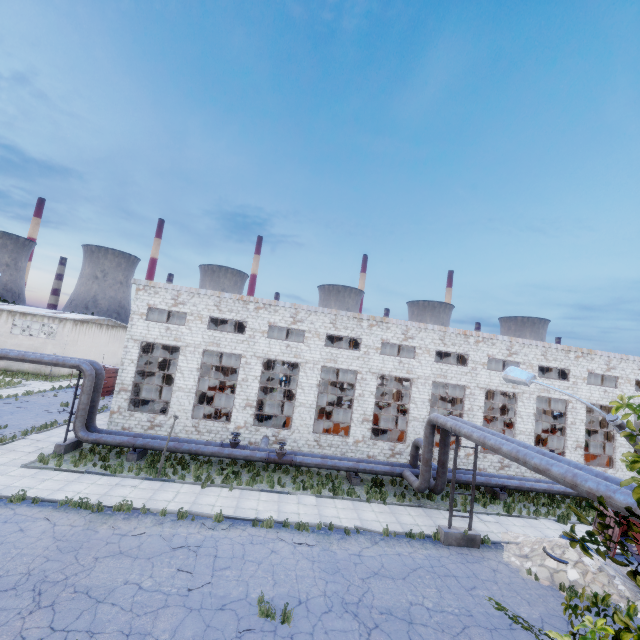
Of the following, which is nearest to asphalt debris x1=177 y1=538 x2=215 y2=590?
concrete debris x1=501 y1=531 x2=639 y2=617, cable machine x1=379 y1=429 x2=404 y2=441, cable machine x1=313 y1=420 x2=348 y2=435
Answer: concrete debris x1=501 y1=531 x2=639 y2=617

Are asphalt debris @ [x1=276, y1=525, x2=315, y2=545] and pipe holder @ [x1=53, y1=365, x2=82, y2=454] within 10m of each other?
no

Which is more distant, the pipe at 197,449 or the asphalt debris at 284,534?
the pipe at 197,449

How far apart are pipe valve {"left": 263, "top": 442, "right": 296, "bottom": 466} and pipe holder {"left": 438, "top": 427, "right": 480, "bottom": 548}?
8.5m

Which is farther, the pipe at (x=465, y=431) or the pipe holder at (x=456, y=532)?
the pipe holder at (x=456, y=532)

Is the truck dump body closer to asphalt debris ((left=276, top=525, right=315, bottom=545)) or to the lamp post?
asphalt debris ((left=276, top=525, right=315, bottom=545))

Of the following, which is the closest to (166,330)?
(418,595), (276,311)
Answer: (276,311)

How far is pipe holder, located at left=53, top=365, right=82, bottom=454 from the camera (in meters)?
18.23
